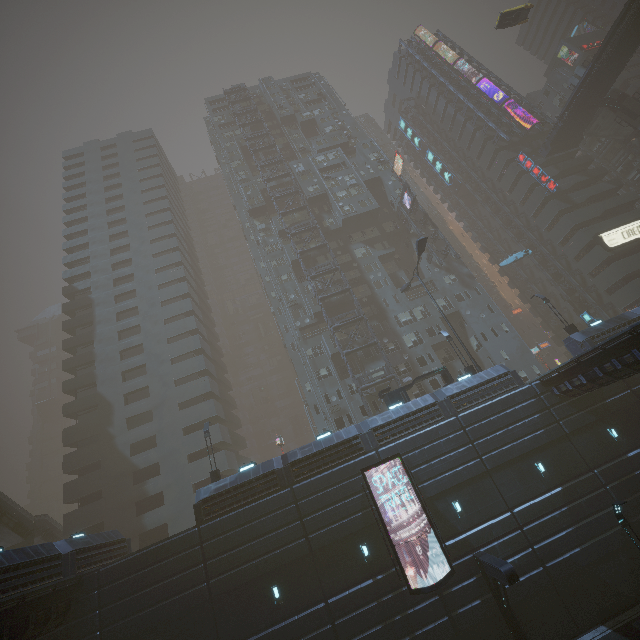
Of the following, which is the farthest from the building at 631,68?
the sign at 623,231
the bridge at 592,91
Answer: the bridge at 592,91

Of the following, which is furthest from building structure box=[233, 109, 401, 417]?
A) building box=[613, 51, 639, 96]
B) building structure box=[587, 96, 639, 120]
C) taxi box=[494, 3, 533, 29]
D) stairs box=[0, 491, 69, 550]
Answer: stairs box=[0, 491, 69, 550]

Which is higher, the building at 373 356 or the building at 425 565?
the building at 373 356

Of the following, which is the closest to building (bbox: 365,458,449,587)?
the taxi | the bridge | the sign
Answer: the sign

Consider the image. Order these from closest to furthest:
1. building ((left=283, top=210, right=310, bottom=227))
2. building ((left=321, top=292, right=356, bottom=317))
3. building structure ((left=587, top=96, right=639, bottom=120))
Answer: Answer: building ((left=321, top=292, right=356, bottom=317)) < building structure ((left=587, top=96, right=639, bottom=120)) < building ((left=283, top=210, right=310, bottom=227))

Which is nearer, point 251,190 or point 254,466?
point 254,466

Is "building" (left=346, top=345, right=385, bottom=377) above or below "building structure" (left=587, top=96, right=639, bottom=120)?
below

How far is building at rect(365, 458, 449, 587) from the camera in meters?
18.1
